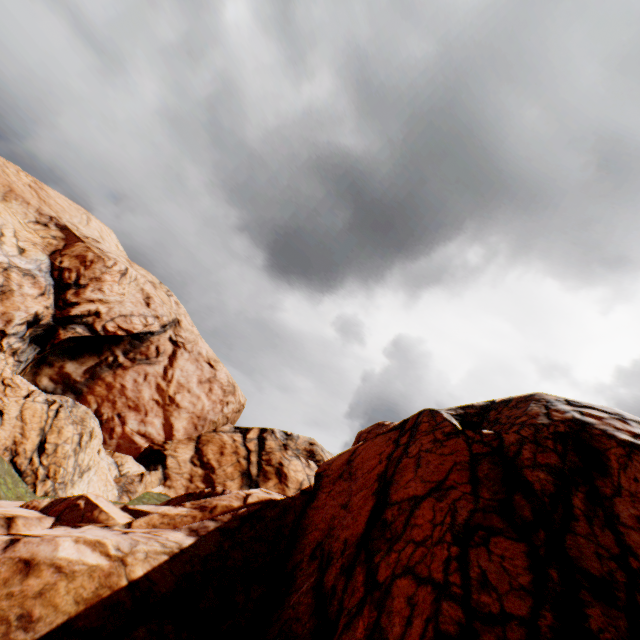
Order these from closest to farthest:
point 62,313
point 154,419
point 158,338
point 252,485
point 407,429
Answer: point 407,429, point 62,313, point 252,485, point 154,419, point 158,338
